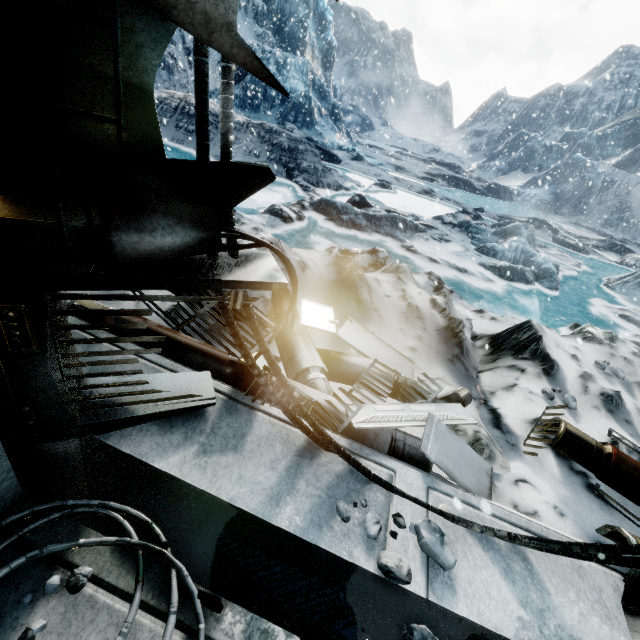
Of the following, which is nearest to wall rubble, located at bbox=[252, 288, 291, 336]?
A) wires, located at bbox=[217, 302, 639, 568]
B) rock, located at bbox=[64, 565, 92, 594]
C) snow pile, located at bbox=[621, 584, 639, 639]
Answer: wires, located at bbox=[217, 302, 639, 568]

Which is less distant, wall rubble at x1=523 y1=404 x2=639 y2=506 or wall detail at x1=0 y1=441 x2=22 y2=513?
wall detail at x1=0 y1=441 x2=22 y2=513

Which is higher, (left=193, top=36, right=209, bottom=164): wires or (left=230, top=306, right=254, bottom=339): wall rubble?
(left=193, top=36, right=209, bottom=164): wires

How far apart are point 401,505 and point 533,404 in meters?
2.2 m

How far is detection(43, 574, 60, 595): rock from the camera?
1.06m

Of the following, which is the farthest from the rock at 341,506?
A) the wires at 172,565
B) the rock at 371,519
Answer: the wires at 172,565

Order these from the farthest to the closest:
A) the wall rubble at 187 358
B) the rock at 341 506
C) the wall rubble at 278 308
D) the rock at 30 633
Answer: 1. the wall rubble at 278 308
2. the wall rubble at 187 358
3. the rock at 341 506
4. the rock at 30 633

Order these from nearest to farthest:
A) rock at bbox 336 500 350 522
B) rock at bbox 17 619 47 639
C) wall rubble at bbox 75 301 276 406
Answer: rock at bbox 17 619 47 639
rock at bbox 336 500 350 522
wall rubble at bbox 75 301 276 406
